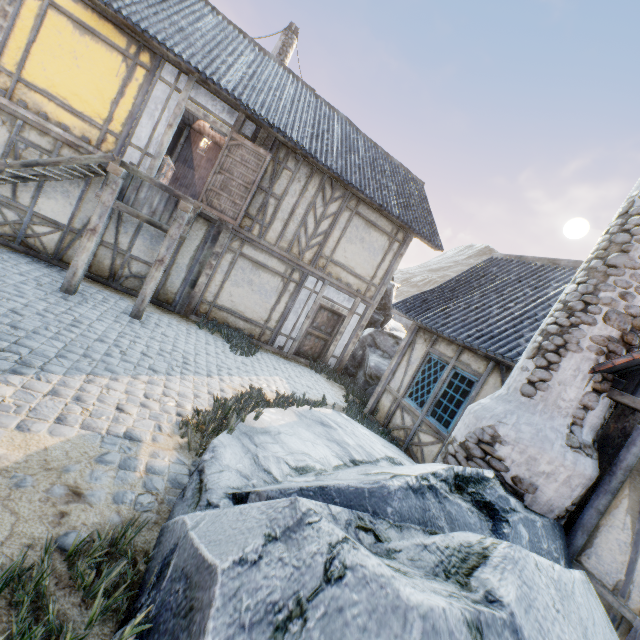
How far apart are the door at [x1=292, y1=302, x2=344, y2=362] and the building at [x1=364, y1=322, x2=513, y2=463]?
2.9m

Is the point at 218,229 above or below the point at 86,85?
below

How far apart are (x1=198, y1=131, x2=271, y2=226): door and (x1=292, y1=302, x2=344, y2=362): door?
3.6m

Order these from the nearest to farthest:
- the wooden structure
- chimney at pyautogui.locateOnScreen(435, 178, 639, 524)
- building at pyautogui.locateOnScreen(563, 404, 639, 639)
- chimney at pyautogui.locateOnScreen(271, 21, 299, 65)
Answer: building at pyautogui.locateOnScreen(563, 404, 639, 639) < chimney at pyautogui.locateOnScreen(435, 178, 639, 524) < the wooden structure < chimney at pyautogui.locateOnScreen(271, 21, 299, 65)

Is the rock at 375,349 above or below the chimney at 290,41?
below

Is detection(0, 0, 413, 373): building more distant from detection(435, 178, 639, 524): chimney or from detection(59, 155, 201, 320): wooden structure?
detection(435, 178, 639, 524): chimney

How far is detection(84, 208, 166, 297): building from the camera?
8.4 meters

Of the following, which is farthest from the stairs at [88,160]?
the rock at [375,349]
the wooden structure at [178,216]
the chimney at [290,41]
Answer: the chimney at [290,41]
